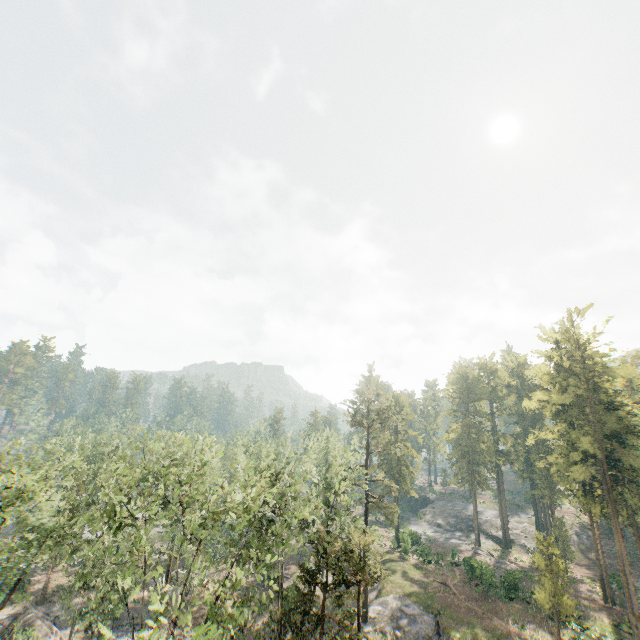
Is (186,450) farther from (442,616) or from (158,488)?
(442,616)

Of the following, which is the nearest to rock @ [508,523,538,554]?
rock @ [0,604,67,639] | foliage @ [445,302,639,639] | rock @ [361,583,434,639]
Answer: foliage @ [445,302,639,639]

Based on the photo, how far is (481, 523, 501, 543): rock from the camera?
56.5 meters

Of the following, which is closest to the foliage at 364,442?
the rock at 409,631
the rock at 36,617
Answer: the rock at 409,631

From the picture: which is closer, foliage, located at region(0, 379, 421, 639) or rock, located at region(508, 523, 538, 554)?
foliage, located at region(0, 379, 421, 639)

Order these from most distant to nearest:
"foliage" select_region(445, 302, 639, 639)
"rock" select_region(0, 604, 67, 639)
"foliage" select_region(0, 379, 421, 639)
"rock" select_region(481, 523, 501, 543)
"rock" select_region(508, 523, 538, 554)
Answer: "rock" select_region(481, 523, 501, 543), "rock" select_region(508, 523, 538, 554), "foliage" select_region(445, 302, 639, 639), "rock" select_region(0, 604, 67, 639), "foliage" select_region(0, 379, 421, 639)

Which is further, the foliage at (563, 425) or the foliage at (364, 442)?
the foliage at (563, 425)
